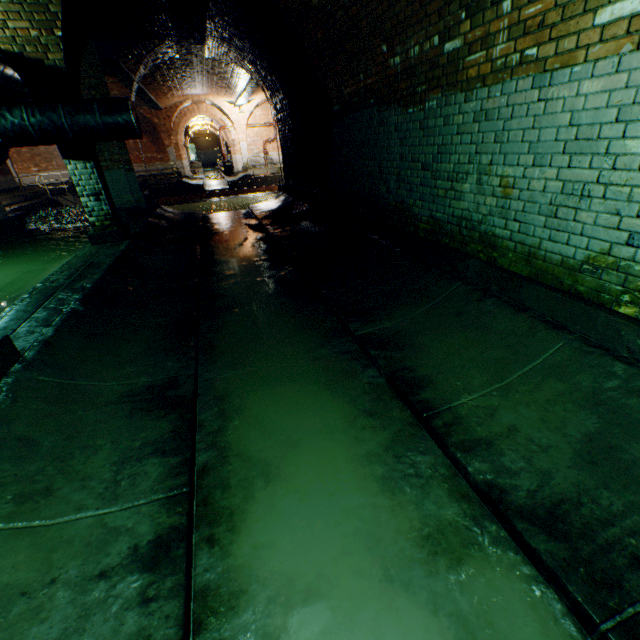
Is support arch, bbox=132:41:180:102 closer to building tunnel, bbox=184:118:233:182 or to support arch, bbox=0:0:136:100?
building tunnel, bbox=184:118:233:182

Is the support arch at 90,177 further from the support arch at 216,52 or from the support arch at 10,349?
the support arch at 216,52

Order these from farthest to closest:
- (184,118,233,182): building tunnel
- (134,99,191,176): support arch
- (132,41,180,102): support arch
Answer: (184,118,233,182): building tunnel < (134,99,191,176): support arch < (132,41,180,102): support arch

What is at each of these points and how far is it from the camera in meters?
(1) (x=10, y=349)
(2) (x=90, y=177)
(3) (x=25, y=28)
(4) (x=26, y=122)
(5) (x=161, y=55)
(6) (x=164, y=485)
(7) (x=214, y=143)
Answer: (1) support arch, 2.7
(2) support arch, 5.9
(3) support arch, 4.7
(4) pipe, 5.0
(5) support arch, 10.2
(6) building tunnel, 2.0
(7) building tunnel, 48.4

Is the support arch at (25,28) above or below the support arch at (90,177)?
above

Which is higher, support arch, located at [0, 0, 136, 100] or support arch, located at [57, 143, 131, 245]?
support arch, located at [0, 0, 136, 100]

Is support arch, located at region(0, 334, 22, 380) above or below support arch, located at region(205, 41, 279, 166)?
below

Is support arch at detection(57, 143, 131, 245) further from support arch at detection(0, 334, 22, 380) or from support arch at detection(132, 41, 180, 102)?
support arch at detection(132, 41, 180, 102)
